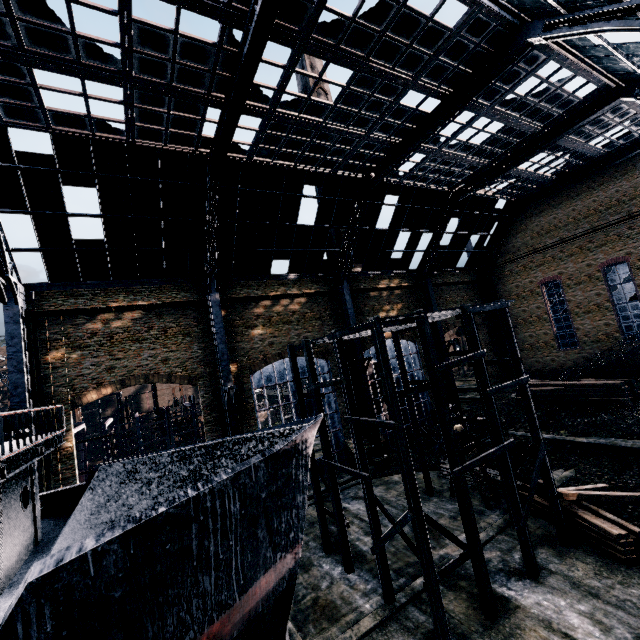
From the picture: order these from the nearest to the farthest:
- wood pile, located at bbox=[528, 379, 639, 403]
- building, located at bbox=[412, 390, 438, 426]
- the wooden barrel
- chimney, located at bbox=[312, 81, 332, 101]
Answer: wood pile, located at bbox=[528, 379, 639, 403], the wooden barrel, building, located at bbox=[412, 390, 438, 426], chimney, located at bbox=[312, 81, 332, 101]

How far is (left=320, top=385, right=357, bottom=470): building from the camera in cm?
2941

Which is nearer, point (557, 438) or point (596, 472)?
point (596, 472)

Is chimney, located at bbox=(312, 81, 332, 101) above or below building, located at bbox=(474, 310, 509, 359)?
above

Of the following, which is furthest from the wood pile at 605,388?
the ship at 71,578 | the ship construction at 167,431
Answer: the ship construction at 167,431

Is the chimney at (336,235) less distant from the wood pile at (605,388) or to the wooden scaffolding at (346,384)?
the wooden scaffolding at (346,384)

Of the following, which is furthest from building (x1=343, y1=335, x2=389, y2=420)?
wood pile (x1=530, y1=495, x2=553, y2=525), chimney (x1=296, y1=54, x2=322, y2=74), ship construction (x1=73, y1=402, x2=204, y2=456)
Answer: ship construction (x1=73, y1=402, x2=204, y2=456)

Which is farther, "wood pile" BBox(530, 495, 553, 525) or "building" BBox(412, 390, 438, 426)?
"building" BBox(412, 390, 438, 426)
